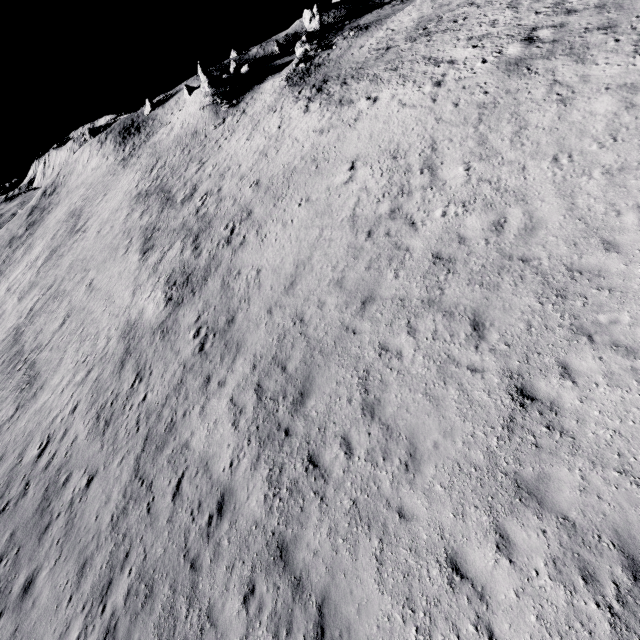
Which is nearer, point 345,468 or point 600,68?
point 345,468

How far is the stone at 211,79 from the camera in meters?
45.8

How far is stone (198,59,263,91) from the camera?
45.8m
